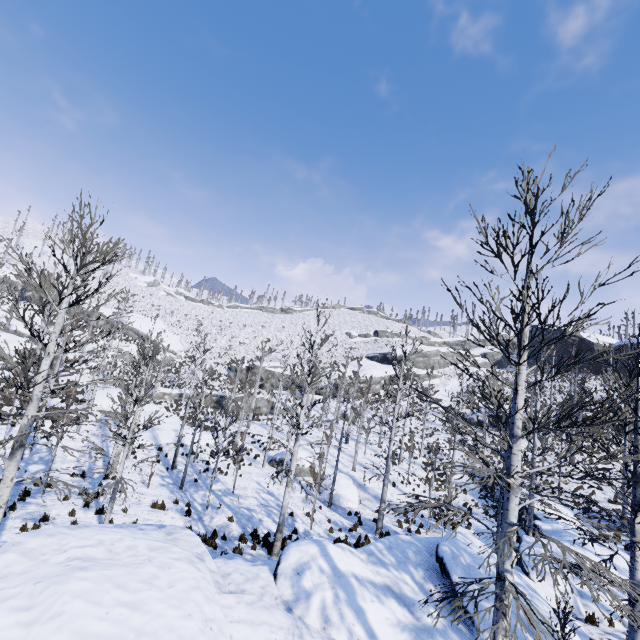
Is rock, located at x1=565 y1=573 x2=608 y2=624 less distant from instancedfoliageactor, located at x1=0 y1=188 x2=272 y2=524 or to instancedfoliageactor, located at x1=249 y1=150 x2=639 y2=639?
instancedfoliageactor, located at x1=249 y1=150 x2=639 y2=639

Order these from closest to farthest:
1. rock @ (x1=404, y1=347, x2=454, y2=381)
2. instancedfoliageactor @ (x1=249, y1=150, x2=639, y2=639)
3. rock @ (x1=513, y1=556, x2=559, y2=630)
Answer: instancedfoliageactor @ (x1=249, y1=150, x2=639, y2=639)
rock @ (x1=513, y1=556, x2=559, y2=630)
rock @ (x1=404, y1=347, x2=454, y2=381)

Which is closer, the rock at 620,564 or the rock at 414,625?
the rock at 414,625

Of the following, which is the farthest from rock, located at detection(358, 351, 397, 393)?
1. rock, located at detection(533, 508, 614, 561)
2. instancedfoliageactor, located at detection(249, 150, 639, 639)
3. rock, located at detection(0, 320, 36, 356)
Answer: rock, located at detection(533, 508, 614, 561)

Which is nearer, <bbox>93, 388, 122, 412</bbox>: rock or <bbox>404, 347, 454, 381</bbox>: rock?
<bbox>93, 388, 122, 412</bbox>: rock

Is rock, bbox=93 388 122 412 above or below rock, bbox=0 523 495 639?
below

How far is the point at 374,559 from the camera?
8.9m
